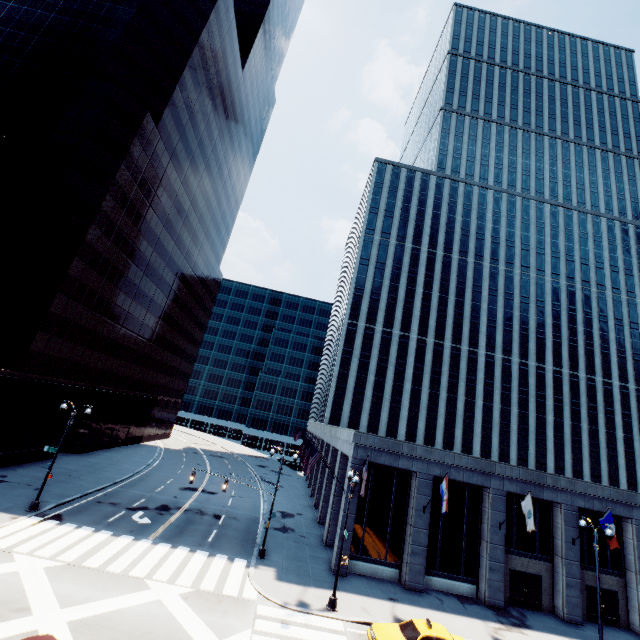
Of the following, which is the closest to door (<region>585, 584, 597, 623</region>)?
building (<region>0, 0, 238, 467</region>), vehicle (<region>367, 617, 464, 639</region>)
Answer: vehicle (<region>367, 617, 464, 639</region>)

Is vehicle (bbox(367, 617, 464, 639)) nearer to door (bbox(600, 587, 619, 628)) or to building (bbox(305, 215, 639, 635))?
building (bbox(305, 215, 639, 635))

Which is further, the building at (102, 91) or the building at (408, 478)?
the building at (102, 91)

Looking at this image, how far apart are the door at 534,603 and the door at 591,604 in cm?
347

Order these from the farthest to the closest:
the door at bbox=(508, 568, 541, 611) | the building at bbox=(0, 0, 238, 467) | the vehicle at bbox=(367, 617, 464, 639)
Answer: the building at bbox=(0, 0, 238, 467) < the door at bbox=(508, 568, 541, 611) < the vehicle at bbox=(367, 617, 464, 639)

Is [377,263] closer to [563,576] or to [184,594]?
[563,576]

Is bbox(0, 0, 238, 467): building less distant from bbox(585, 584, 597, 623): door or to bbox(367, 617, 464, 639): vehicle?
bbox(367, 617, 464, 639): vehicle

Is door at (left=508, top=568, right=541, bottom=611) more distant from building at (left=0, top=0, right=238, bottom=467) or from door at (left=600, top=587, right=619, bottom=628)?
building at (left=0, top=0, right=238, bottom=467)
